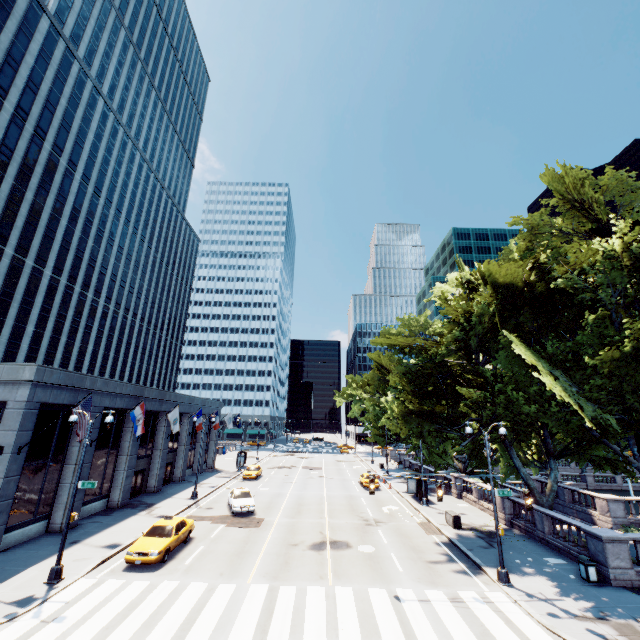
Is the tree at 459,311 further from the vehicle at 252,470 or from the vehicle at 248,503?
the vehicle at 252,470

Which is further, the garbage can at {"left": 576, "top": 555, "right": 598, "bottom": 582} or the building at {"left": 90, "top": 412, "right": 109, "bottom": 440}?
the building at {"left": 90, "top": 412, "right": 109, "bottom": 440}

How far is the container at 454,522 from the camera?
23.4 meters

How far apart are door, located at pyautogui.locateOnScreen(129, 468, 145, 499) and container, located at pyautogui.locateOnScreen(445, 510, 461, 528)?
27.0 meters

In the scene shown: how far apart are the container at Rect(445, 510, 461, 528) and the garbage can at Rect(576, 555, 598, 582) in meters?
7.9

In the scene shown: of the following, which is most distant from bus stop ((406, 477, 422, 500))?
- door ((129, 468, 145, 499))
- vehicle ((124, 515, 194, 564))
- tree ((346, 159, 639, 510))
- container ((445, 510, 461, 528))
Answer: door ((129, 468, 145, 499))

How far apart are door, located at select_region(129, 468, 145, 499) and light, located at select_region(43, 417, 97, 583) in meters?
14.7 m

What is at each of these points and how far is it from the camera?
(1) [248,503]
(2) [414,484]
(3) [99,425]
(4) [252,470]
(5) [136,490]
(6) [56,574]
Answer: (1) vehicle, 26.08m
(2) bus stop, 34.41m
(3) building, 23.53m
(4) vehicle, 42.16m
(5) door, 30.08m
(6) light, 14.54m
